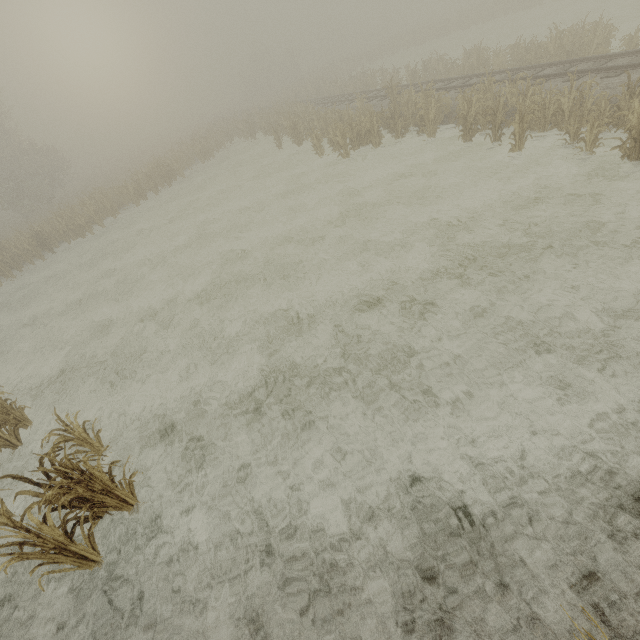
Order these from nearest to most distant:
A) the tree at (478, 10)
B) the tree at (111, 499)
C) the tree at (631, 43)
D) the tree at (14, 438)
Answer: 1. the tree at (111, 499)
2. the tree at (14, 438)
3. the tree at (631, 43)
4. the tree at (478, 10)

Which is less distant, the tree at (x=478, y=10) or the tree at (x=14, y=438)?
the tree at (x=14, y=438)

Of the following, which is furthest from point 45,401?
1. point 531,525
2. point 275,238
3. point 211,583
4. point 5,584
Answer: point 531,525

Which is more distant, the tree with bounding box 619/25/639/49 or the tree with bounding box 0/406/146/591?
the tree with bounding box 619/25/639/49

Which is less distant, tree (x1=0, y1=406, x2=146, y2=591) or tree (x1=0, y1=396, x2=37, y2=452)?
tree (x1=0, y1=406, x2=146, y2=591)

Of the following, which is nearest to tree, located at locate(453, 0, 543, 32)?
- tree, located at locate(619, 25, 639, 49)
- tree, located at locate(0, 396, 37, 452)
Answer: tree, located at locate(619, 25, 639, 49)
